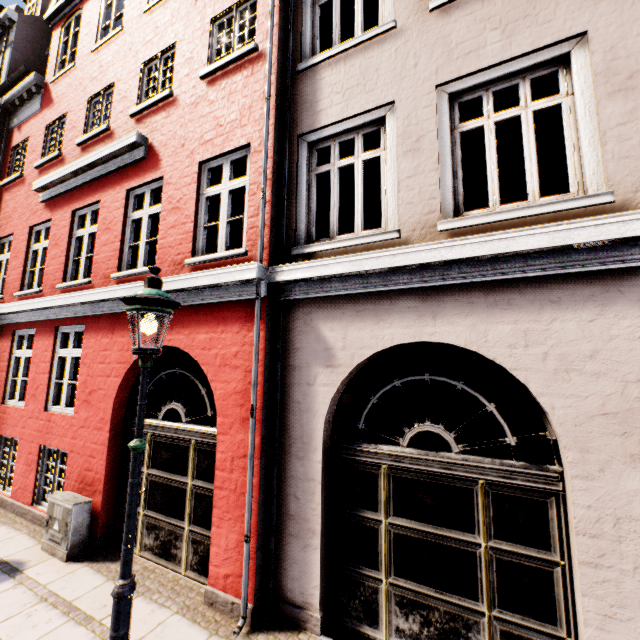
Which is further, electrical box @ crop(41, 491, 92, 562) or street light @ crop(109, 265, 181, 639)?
electrical box @ crop(41, 491, 92, 562)

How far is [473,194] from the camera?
9.83m

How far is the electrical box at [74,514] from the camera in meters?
5.1

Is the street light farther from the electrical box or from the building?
the electrical box

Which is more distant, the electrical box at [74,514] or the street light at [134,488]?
the electrical box at [74,514]

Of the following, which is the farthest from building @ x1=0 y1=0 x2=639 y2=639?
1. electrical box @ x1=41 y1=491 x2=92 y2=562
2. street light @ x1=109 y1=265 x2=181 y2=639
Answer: street light @ x1=109 y1=265 x2=181 y2=639

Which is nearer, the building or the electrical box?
the building

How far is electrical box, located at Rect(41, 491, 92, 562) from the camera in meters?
5.1 m
